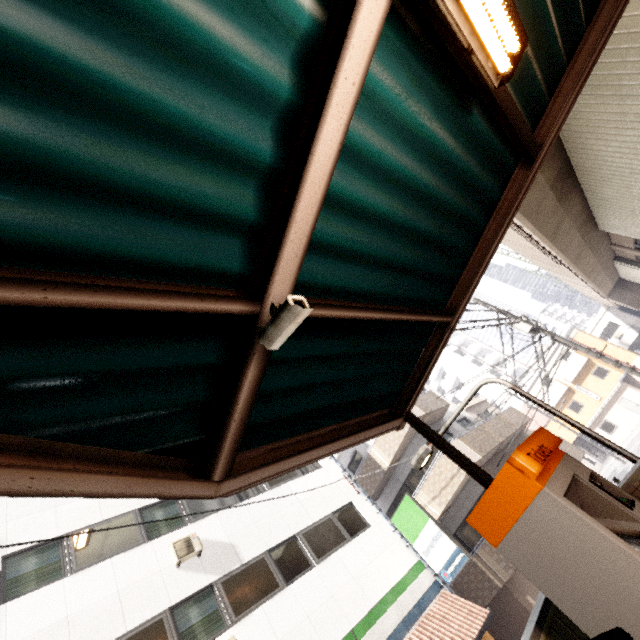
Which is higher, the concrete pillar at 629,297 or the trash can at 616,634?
Result: the concrete pillar at 629,297

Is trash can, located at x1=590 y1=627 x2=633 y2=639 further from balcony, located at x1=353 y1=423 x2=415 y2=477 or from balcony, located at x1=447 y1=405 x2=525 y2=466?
balcony, located at x1=353 y1=423 x2=415 y2=477

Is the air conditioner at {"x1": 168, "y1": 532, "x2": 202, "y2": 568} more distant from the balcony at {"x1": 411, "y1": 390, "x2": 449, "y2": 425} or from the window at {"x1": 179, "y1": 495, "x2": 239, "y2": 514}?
the balcony at {"x1": 411, "y1": 390, "x2": 449, "y2": 425}

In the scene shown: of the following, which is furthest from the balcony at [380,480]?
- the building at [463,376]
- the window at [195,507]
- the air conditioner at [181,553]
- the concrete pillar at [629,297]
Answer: the building at [463,376]

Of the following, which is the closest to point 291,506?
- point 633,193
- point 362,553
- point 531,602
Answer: point 362,553

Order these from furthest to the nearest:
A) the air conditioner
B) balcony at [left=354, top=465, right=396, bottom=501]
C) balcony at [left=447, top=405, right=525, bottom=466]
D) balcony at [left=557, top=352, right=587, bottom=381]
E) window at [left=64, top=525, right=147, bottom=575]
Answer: balcony at [left=557, top=352, right=587, bottom=381] → balcony at [left=354, top=465, right=396, bottom=501] → balcony at [left=447, top=405, right=525, bottom=466] → the air conditioner → window at [left=64, top=525, right=147, bottom=575]

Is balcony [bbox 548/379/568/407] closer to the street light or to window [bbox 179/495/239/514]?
window [bbox 179/495/239/514]

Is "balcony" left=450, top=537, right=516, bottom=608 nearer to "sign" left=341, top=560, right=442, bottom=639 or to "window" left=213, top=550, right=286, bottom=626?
"sign" left=341, top=560, right=442, bottom=639
